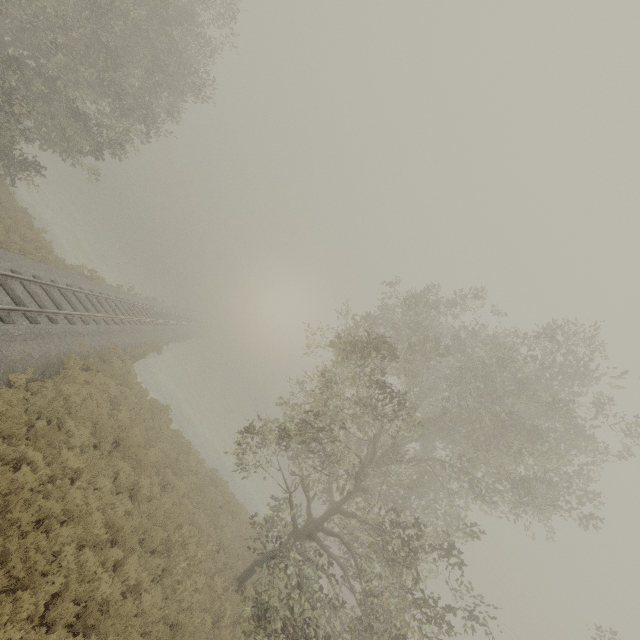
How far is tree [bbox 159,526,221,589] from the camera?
10.0m

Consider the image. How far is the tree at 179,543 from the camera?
10.0 meters

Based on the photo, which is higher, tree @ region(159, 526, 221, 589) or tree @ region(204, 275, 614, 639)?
tree @ region(204, 275, 614, 639)

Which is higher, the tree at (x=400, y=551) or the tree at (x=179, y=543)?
the tree at (x=400, y=551)

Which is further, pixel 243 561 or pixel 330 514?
pixel 243 561
